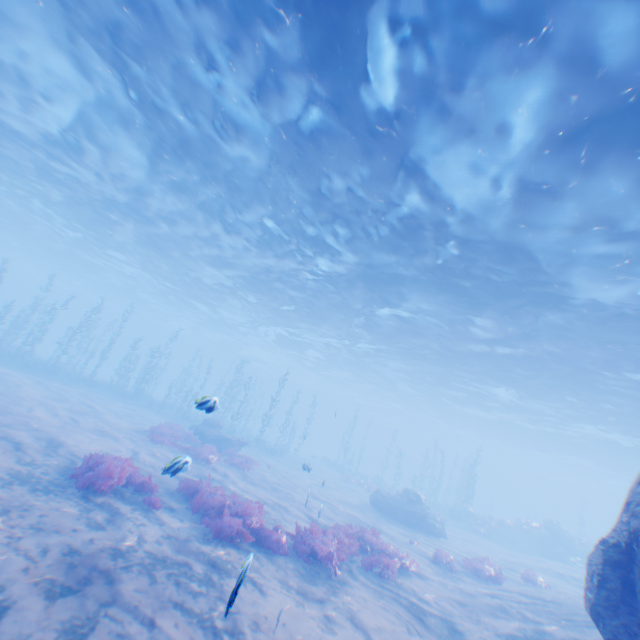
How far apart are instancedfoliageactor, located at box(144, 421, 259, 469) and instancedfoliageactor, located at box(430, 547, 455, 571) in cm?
1119

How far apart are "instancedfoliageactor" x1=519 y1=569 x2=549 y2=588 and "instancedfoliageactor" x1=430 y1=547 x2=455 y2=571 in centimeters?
414cm

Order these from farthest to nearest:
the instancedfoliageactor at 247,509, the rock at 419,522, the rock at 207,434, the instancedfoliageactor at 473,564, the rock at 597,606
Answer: the rock at 207,434 < the rock at 419,522 < the instancedfoliageactor at 473,564 < the instancedfoliageactor at 247,509 < the rock at 597,606

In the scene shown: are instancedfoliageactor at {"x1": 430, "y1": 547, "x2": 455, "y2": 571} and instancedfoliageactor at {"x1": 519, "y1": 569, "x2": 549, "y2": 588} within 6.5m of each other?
yes

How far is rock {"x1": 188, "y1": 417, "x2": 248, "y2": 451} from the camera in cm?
2150

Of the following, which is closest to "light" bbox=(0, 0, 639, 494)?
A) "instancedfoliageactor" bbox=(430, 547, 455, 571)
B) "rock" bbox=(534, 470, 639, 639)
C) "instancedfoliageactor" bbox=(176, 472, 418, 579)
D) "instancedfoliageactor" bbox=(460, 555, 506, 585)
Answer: "rock" bbox=(534, 470, 639, 639)

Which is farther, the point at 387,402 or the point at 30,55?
the point at 387,402

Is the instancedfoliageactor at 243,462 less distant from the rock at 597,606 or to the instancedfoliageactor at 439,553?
the rock at 597,606
